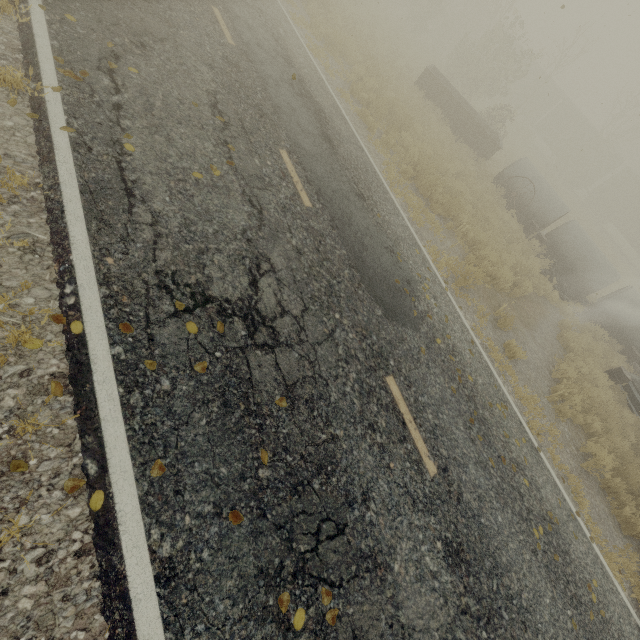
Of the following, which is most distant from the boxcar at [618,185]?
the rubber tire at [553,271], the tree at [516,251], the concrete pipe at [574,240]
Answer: the tree at [516,251]

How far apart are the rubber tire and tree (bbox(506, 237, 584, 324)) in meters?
Answer: 1.4 m

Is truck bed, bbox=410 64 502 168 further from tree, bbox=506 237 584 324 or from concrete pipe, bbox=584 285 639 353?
tree, bbox=506 237 584 324

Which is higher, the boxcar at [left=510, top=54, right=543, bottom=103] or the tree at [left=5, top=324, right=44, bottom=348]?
the boxcar at [left=510, top=54, right=543, bottom=103]

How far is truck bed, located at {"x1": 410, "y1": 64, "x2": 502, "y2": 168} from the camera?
16.84m

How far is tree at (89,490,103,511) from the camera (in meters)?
2.63

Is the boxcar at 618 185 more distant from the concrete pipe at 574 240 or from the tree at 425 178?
the concrete pipe at 574 240

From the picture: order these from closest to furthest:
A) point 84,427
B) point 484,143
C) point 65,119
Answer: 1. point 84,427
2. point 65,119
3. point 484,143
